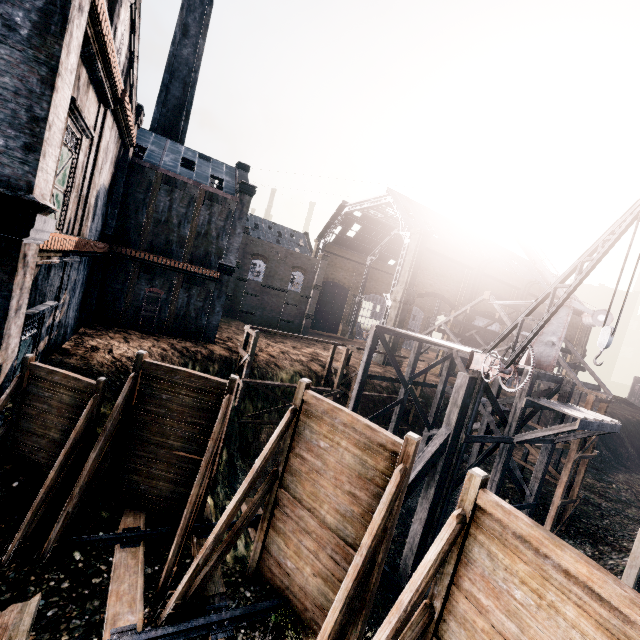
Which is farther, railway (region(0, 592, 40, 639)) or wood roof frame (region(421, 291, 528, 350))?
wood roof frame (region(421, 291, 528, 350))

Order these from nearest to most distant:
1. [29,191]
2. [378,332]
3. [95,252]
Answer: [29,191], [95,252], [378,332]

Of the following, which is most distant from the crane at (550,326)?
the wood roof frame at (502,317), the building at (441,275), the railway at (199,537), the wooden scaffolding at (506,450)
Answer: the building at (441,275)

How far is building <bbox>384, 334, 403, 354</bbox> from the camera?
41.75m

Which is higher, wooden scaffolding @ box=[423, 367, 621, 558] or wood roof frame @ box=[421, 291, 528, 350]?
wood roof frame @ box=[421, 291, 528, 350]

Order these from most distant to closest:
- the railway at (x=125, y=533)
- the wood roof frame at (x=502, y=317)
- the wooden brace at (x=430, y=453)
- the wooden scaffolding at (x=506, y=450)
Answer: the wood roof frame at (x=502, y=317) < the wooden scaffolding at (x=506, y=450) < the wooden brace at (x=430, y=453) < the railway at (x=125, y=533)

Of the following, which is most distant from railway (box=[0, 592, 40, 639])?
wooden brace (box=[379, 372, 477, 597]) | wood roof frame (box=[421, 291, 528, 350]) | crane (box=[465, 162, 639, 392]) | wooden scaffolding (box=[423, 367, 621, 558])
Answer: wood roof frame (box=[421, 291, 528, 350])

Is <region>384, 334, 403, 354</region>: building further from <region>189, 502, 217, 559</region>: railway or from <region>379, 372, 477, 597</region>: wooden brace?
<region>189, 502, 217, 559</region>: railway
